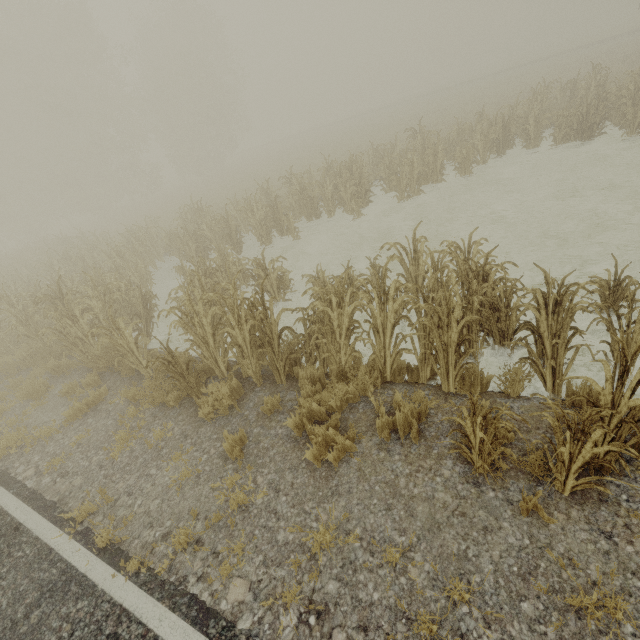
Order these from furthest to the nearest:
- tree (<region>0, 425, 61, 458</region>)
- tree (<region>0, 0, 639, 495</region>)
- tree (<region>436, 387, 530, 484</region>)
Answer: tree (<region>0, 425, 61, 458</region>) < tree (<region>0, 0, 639, 495</region>) < tree (<region>436, 387, 530, 484</region>)

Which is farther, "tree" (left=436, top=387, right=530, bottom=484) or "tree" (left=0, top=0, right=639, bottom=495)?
"tree" (left=0, top=0, right=639, bottom=495)

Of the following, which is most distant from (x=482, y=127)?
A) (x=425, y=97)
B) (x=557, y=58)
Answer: (x=425, y=97)

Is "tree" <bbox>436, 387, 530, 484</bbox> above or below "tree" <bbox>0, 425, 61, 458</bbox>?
above

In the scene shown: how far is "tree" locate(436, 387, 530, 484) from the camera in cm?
274

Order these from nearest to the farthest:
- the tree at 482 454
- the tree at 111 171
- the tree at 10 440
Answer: the tree at 482 454, the tree at 111 171, the tree at 10 440

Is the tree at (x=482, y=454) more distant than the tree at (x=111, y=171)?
No
